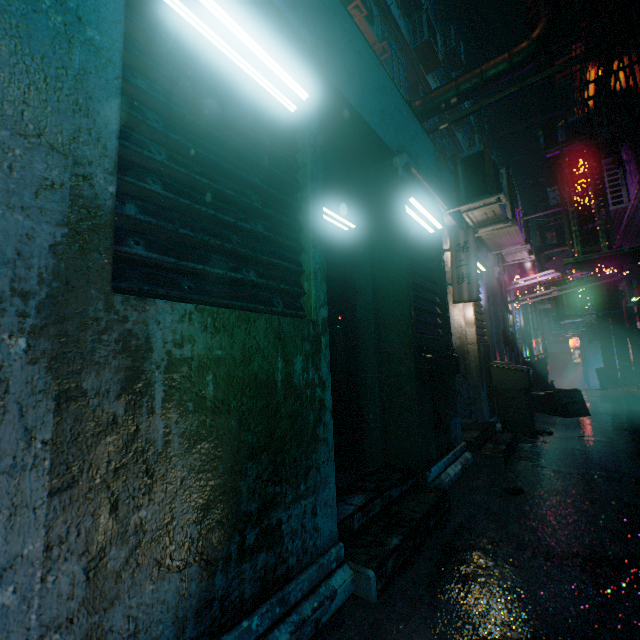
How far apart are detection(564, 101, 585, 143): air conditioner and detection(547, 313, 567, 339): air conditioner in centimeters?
967cm

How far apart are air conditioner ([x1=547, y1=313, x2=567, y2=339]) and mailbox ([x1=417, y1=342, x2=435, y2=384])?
15.49m

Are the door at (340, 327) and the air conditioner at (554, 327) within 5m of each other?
no

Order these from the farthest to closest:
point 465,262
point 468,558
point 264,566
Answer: point 465,262, point 468,558, point 264,566

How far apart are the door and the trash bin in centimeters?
507cm

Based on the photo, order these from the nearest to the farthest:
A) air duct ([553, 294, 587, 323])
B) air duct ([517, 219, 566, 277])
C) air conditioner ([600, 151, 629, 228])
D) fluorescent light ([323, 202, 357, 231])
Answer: fluorescent light ([323, 202, 357, 231]) → air conditioner ([600, 151, 629, 228]) → air duct ([517, 219, 566, 277]) → air duct ([553, 294, 587, 323])

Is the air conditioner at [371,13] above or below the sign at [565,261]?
above

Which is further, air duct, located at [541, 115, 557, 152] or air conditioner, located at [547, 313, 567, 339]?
air conditioner, located at [547, 313, 567, 339]
